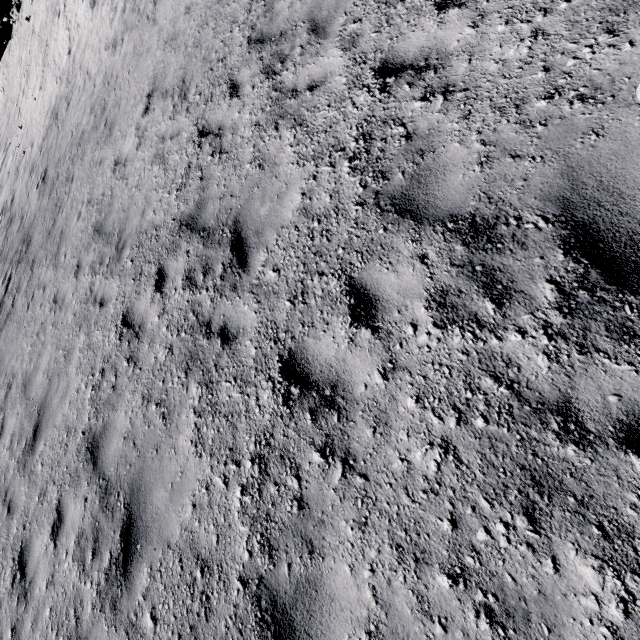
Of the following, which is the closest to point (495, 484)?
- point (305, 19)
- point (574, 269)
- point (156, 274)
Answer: point (574, 269)
